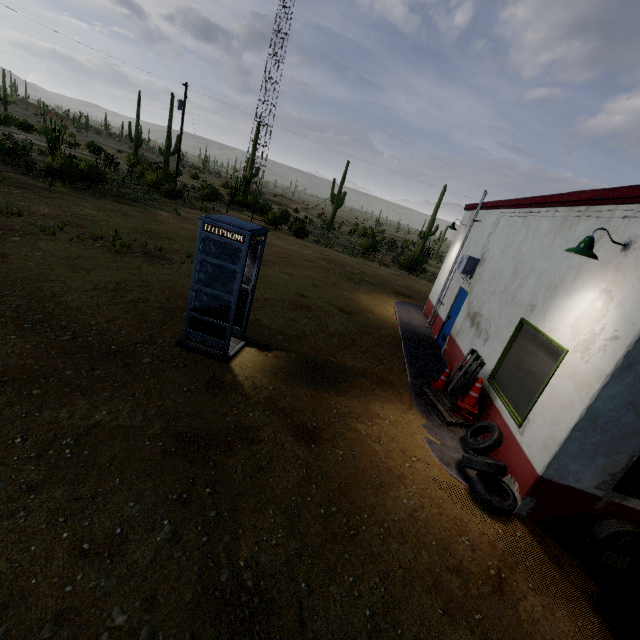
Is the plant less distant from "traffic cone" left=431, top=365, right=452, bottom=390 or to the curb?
the curb

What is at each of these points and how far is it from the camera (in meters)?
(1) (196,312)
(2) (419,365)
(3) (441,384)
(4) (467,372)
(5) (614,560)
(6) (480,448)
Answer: (1) phone booth, 6.42
(2) curb, 9.36
(3) traffic cone, 8.19
(4) pallet, 8.09
(5) sign, 4.56
(6) tire, 5.88

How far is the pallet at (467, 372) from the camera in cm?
690

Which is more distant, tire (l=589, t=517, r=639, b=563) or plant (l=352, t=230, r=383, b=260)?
plant (l=352, t=230, r=383, b=260)

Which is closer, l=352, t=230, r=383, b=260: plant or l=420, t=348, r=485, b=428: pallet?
l=420, t=348, r=485, b=428: pallet

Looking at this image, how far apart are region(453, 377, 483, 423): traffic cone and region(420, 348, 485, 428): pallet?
0.0 meters

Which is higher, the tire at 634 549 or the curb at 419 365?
the tire at 634 549

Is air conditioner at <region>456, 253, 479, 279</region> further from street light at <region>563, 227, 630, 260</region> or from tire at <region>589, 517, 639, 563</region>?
tire at <region>589, 517, 639, 563</region>
